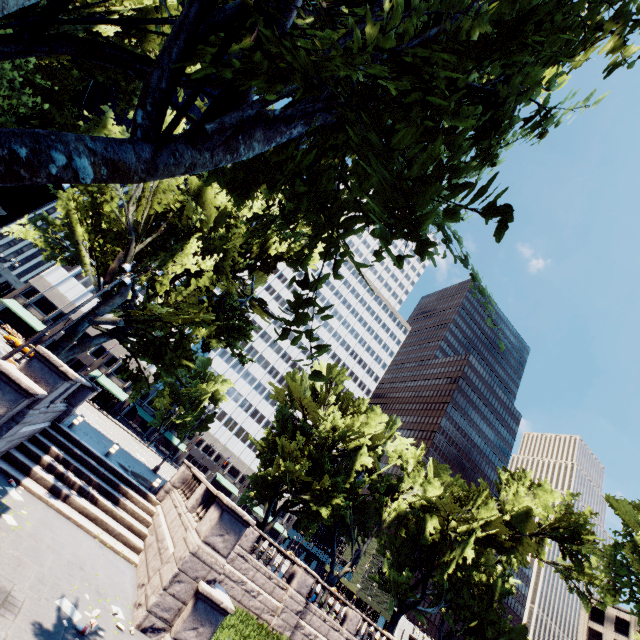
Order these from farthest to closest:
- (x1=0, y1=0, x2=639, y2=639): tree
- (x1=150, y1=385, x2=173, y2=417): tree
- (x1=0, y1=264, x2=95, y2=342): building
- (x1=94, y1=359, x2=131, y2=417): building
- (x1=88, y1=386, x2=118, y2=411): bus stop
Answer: (x1=150, y1=385, x2=173, y2=417): tree → (x1=94, y1=359, x2=131, y2=417): building → (x1=0, y1=264, x2=95, y2=342): building → (x1=88, y1=386, x2=118, y2=411): bus stop → (x1=0, y1=0, x2=639, y2=639): tree

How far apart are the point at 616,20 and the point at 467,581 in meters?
41.1

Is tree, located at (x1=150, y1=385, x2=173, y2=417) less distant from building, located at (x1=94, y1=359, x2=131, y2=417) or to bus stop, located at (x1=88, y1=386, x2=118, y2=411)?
building, located at (x1=94, y1=359, x2=131, y2=417)

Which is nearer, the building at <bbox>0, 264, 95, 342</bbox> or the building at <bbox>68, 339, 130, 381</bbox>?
the building at <bbox>0, 264, 95, 342</bbox>

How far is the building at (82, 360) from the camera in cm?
5191

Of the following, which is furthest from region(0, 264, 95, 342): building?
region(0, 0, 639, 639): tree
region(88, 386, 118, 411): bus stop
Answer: region(88, 386, 118, 411): bus stop

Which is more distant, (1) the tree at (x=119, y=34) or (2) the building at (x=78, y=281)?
(2) the building at (x=78, y=281)
